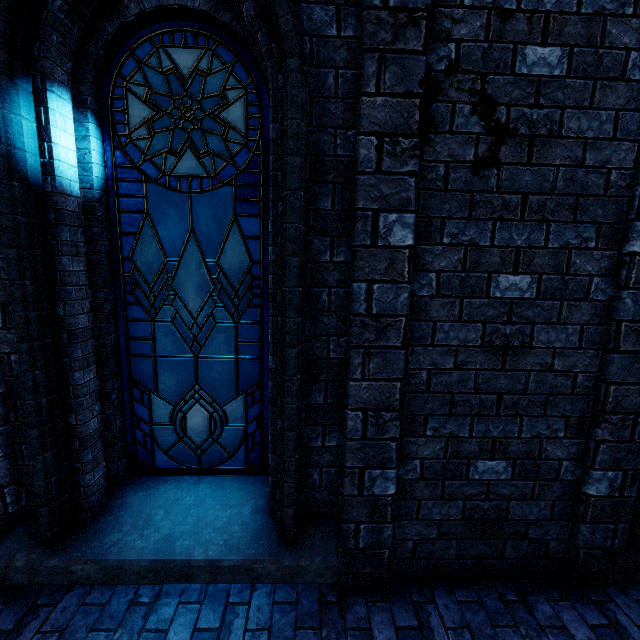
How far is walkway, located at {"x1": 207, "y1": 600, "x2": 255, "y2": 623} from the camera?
2.43m

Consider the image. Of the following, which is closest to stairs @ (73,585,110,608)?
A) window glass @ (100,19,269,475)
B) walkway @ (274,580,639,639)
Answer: walkway @ (274,580,639,639)

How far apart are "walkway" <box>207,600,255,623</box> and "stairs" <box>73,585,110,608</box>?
0.00m

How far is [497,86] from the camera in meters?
2.2 m

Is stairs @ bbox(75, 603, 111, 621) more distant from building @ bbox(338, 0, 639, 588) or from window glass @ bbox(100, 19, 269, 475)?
window glass @ bbox(100, 19, 269, 475)

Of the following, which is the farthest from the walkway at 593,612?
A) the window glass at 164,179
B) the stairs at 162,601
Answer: the window glass at 164,179

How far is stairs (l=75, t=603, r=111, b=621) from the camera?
2.42m
